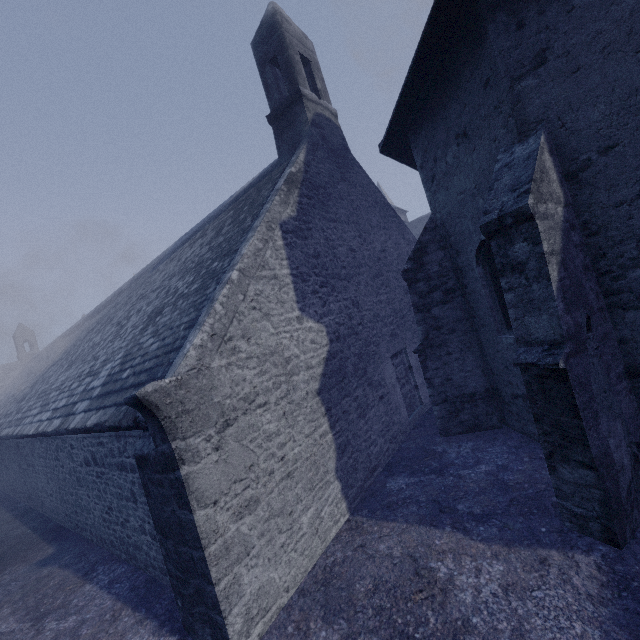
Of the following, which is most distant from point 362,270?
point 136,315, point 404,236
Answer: point 136,315
